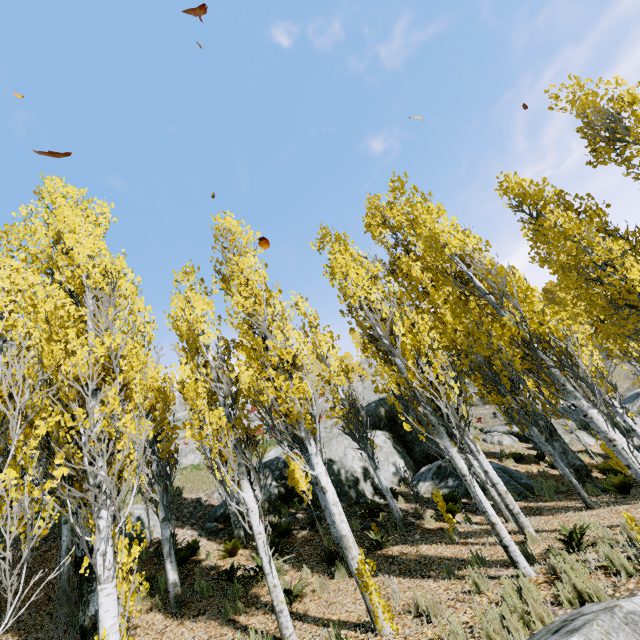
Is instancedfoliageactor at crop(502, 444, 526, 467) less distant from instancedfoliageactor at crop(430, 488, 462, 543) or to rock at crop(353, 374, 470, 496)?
rock at crop(353, 374, 470, 496)

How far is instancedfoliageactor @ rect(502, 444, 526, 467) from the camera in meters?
16.9

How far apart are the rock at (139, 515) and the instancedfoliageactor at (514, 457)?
16.0m

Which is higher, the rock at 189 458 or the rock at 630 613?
the rock at 189 458

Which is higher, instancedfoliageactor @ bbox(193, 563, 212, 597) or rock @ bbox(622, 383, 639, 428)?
instancedfoliageactor @ bbox(193, 563, 212, 597)

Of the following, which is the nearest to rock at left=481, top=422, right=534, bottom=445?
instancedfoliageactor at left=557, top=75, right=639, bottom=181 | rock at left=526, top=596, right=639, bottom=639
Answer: instancedfoliageactor at left=557, top=75, right=639, bottom=181

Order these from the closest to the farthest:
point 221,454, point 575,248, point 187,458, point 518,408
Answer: point 221,454 → point 575,248 → point 518,408 → point 187,458

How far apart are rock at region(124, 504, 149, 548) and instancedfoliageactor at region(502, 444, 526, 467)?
16.0m
